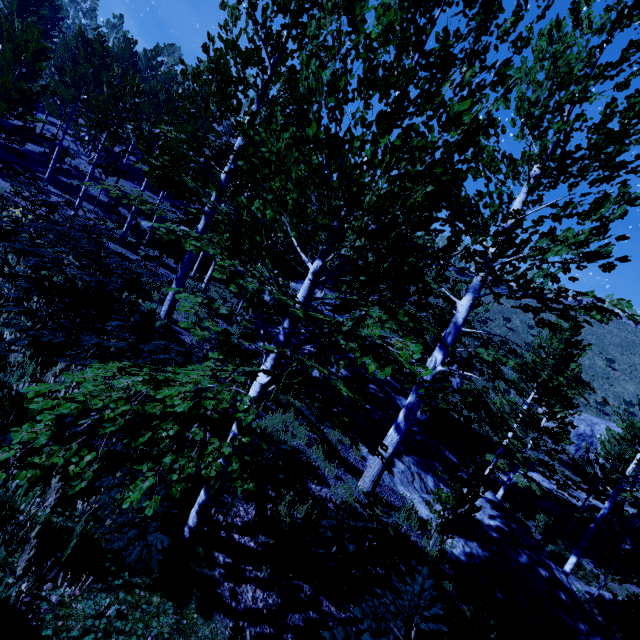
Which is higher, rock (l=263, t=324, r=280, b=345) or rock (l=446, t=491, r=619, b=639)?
rock (l=263, t=324, r=280, b=345)

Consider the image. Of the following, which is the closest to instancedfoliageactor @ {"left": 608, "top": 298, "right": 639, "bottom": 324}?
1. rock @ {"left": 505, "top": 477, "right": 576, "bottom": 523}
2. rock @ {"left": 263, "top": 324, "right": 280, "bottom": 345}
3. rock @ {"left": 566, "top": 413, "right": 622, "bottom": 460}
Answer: rock @ {"left": 263, "top": 324, "right": 280, "bottom": 345}

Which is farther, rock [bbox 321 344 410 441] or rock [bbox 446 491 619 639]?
rock [bbox 321 344 410 441]

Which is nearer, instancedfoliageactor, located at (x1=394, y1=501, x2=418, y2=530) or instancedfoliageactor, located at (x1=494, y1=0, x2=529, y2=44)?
instancedfoliageactor, located at (x1=494, y1=0, x2=529, y2=44)

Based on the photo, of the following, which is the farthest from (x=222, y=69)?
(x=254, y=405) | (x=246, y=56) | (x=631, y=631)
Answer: (x=631, y=631)

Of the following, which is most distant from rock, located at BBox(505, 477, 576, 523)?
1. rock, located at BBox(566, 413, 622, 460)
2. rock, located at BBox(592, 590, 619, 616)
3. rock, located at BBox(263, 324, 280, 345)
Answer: rock, located at BBox(263, 324, 280, 345)

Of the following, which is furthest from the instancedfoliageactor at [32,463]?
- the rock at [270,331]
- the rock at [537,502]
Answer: the rock at [537,502]

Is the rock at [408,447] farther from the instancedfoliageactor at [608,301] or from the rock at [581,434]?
the rock at [581,434]
